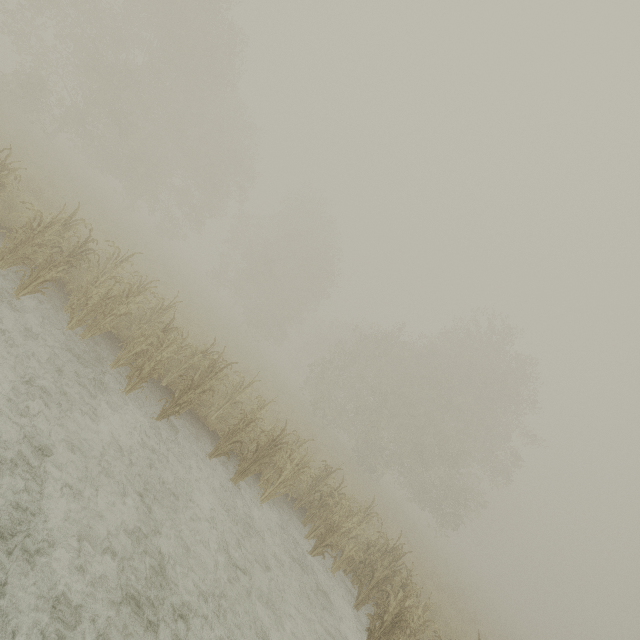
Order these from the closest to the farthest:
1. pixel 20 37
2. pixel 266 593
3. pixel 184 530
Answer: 1. pixel 184 530
2. pixel 266 593
3. pixel 20 37
